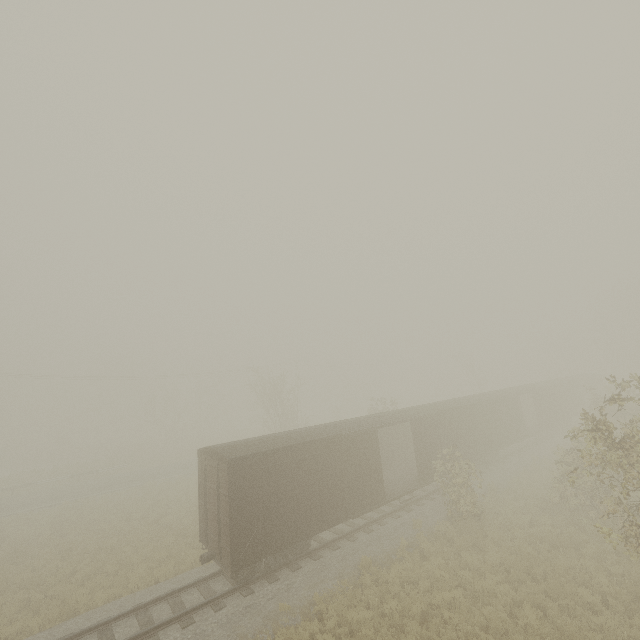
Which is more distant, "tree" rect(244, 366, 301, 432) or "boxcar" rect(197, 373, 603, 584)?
"tree" rect(244, 366, 301, 432)

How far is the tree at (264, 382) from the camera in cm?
3212

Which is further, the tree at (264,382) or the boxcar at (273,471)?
the tree at (264,382)

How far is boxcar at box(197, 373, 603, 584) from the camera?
11.73m

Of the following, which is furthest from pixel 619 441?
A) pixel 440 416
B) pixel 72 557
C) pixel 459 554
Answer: pixel 72 557

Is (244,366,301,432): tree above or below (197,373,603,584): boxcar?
above

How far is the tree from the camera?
32.1 meters
